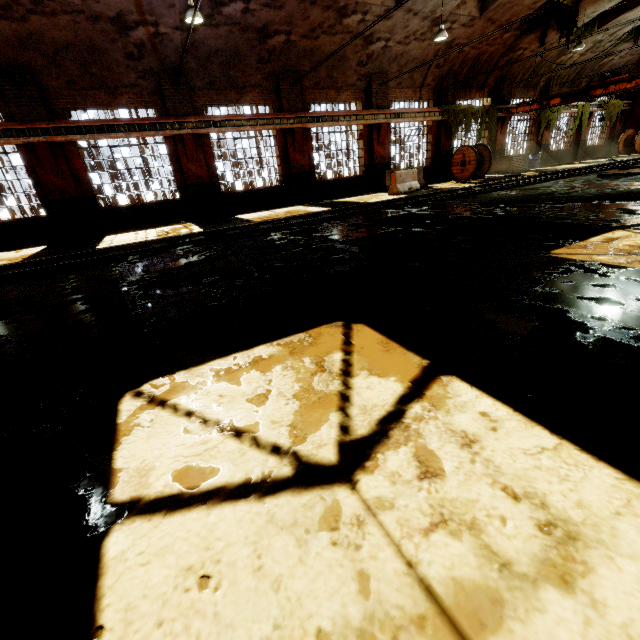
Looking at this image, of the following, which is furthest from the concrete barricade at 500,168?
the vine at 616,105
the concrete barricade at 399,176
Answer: the vine at 616,105

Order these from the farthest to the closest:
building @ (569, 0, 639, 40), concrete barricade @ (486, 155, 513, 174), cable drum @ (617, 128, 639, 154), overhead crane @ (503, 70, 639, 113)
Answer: cable drum @ (617, 128, 639, 154)
concrete barricade @ (486, 155, 513, 174)
building @ (569, 0, 639, 40)
overhead crane @ (503, 70, 639, 113)

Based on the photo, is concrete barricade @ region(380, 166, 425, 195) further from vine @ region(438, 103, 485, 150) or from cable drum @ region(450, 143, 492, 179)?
vine @ region(438, 103, 485, 150)

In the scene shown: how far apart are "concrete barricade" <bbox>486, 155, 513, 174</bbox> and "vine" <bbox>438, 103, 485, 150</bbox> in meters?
1.0

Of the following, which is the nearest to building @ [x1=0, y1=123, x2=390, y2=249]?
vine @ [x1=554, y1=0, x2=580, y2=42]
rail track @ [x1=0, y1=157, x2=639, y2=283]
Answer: vine @ [x1=554, y1=0, x2=580, y2=42]

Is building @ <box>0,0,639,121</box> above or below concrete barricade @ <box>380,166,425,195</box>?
above

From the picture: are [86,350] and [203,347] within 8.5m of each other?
yes

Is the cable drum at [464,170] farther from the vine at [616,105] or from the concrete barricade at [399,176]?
the vine at [616,105]
